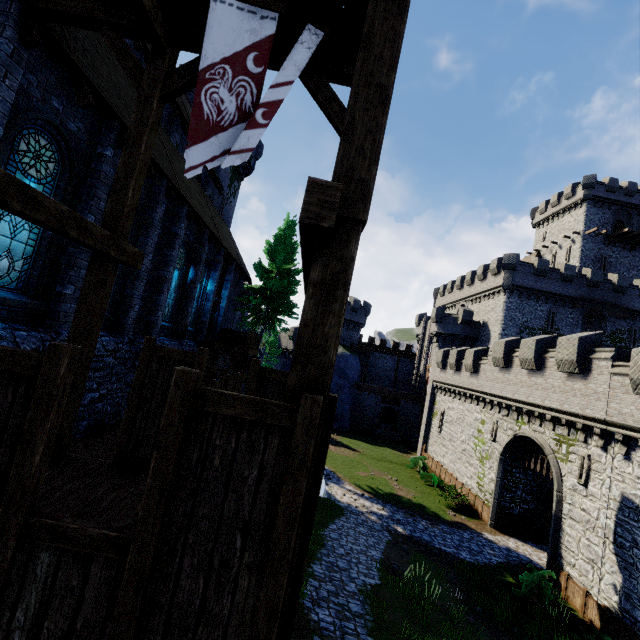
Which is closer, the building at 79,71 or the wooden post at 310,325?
the wooden post at 310,325

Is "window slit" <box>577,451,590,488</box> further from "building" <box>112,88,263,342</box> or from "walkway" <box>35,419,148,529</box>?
"building" <box>112,88,263,342</box>

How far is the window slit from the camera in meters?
14.9

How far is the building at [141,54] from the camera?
12.88m

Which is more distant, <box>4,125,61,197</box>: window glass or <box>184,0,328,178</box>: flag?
<box>4,125,61,197</box>: window glass

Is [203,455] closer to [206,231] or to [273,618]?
[273,618]

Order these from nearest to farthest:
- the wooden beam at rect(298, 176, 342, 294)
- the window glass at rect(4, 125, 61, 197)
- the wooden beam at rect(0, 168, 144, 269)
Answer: the wooden beam at rect(298, 176, 342, 294), the wooden beam at rect(0, 168, 144, 269), the window glass at rect(4, 125, 61, 197)

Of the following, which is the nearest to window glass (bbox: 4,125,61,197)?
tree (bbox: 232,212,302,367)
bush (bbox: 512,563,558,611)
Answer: tree (bbox: 232,212,302,367)
